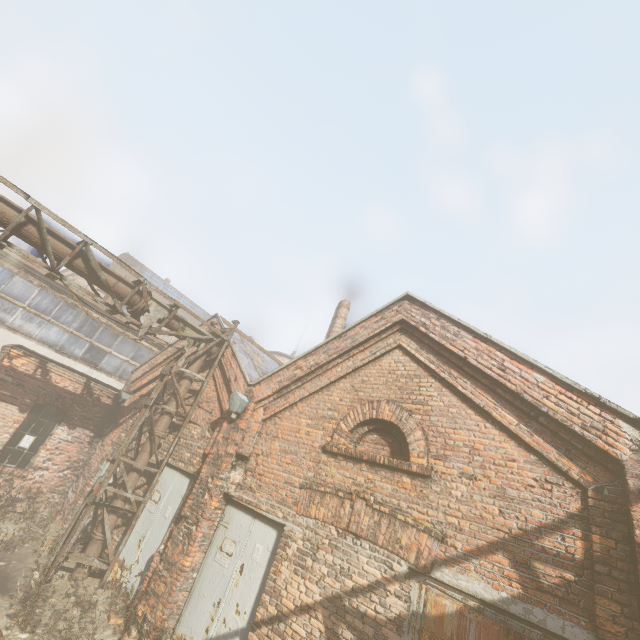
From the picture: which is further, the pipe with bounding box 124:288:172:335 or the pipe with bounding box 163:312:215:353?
the pipe with bounding box 163:312:215:353

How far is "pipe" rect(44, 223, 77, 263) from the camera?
6.7 meters

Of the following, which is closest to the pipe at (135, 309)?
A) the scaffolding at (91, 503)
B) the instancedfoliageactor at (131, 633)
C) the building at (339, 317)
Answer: the scaffolding at (91, 503)

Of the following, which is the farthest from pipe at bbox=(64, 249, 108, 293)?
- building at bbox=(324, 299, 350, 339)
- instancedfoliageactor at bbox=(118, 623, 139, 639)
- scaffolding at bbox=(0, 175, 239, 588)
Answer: building at bbox=(324, 299, 350, 339)

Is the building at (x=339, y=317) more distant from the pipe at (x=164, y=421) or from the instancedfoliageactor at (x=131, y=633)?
the instancedfoliageactor at (x=131, y=633)

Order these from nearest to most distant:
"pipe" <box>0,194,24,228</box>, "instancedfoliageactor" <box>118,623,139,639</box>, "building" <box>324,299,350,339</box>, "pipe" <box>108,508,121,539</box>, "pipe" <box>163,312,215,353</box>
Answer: "instancedfoliageactor" <box>118,623,139,639</box>, "pipe" <box>0,194,24,228</box>, "pipe" <box>108,508,121,539</box>, "pipe" <box>163,312,215,353</box>, "building" <box>324,299,350,339</box>

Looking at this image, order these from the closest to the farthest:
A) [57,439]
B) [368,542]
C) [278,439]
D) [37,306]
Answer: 1. [368,542]
2. [278,439]
3. [57,439]
4. [37,306]
